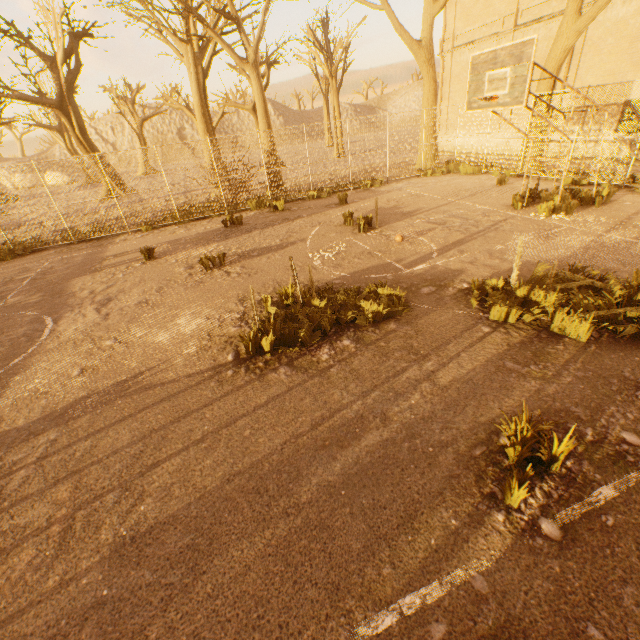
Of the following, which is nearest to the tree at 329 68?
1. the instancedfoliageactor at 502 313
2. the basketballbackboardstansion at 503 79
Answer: the basketballbackboardstansion at 503 79

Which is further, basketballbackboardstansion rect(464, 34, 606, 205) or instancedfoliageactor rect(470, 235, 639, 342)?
basketballbackboardstansion rect(464, 34, 606, 205)

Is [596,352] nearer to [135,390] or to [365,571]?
[365,571]

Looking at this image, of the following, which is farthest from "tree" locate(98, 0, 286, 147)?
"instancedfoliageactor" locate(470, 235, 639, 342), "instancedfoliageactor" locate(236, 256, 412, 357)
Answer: "instancedfoliageactor" locate(236, 256, 412, 357)

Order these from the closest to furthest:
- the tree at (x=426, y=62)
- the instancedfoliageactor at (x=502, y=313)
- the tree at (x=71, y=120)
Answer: the instancedfoliageactor at (x=502, y=313), the tree at (x=426, y=62), the tree at (x=71, y=120)

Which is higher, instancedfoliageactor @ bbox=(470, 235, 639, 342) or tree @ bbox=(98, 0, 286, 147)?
tree @ bbox=(98, 0, 286, 147)

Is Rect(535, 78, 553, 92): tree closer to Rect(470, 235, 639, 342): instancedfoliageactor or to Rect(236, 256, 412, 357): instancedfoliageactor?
Rect(470, 235, 639, 342): instancedfoliageactor

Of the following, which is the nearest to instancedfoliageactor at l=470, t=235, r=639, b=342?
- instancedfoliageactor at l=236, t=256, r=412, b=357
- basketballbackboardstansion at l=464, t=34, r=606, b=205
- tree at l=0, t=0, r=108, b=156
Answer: instancedfoliageactor at l=236, t=256, r=412, b=357
